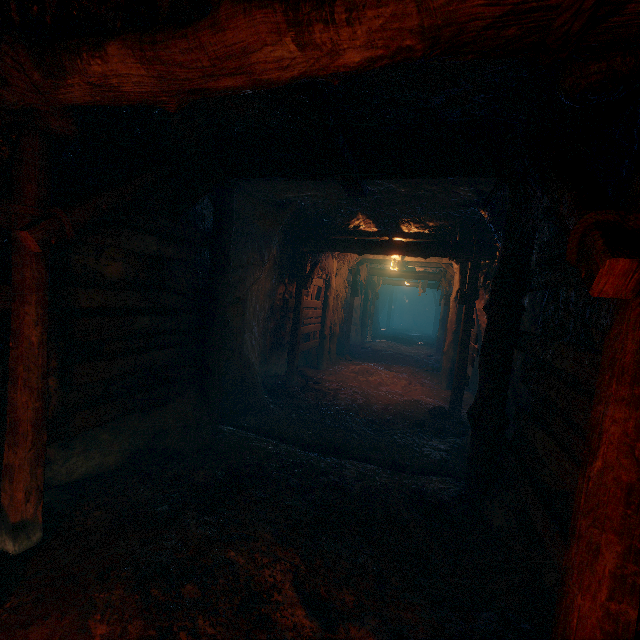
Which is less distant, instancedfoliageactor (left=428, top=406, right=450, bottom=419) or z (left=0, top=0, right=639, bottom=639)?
z (left=0, top=0, right=639, bottom=639)

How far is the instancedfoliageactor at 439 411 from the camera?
7.2m

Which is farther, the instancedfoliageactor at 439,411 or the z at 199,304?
the instancedfoliageactor at 439,411

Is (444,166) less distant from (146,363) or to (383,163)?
(383,163)

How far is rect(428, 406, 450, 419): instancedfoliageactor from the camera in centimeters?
715cm
